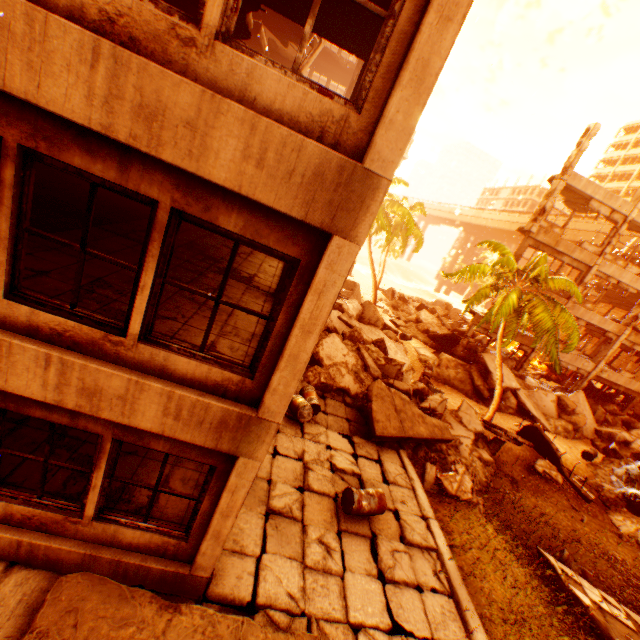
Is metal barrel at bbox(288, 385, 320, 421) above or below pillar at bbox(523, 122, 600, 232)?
below

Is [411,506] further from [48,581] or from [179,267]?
[179,267]

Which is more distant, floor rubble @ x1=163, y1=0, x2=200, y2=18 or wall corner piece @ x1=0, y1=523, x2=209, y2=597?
floor rubble @ x1=163, y1=0, x2=200, y2=18

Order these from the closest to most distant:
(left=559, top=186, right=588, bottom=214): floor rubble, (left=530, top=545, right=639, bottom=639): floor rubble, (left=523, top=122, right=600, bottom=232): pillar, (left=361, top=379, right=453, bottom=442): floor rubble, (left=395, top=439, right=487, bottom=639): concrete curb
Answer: (left=395, top=439, right=487, bottom=639): concrete curb → (left=530, top=545, right=639, bottom=639): floor rubble → (left=361, top=379, right=453, bottom=442): floor rubble → (left=523, top=122, right=600, bottom=232): pillar → (left=559, top=186, right=588, bottom=214): floor rubble

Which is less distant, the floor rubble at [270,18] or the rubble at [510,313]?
the floor rubble at [270,18]

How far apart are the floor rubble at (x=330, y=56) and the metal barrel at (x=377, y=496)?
25.7 meters

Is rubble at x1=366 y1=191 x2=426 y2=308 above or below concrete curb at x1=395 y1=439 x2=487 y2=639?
above

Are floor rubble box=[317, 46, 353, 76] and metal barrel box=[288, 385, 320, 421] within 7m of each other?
no
